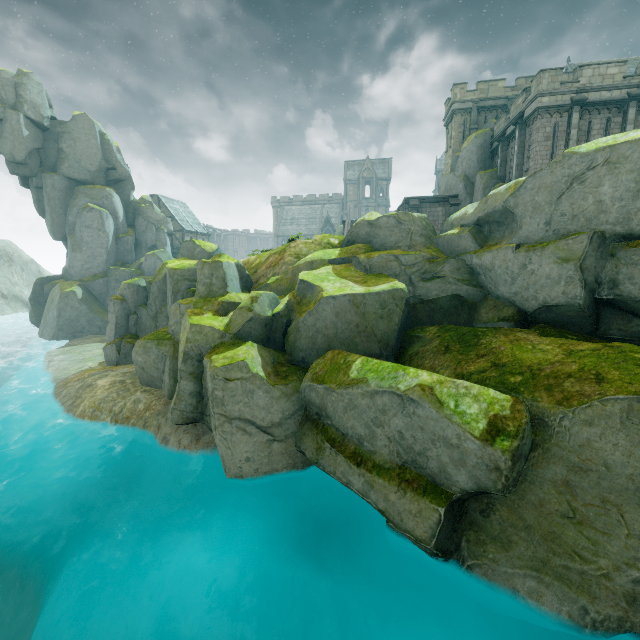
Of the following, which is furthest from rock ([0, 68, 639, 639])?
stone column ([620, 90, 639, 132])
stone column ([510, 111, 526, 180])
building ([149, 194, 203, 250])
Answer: stone column ([620, 90, 639, 132])

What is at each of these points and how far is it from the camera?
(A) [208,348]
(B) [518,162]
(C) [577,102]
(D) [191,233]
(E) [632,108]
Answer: (A) rock, 12.67m
(B) stone column, 21.95m
(C) stone column, 19.09m
(D) building, 56.16m
(E) stone column, 18.91m

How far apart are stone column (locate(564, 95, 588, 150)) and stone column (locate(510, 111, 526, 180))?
2.1m

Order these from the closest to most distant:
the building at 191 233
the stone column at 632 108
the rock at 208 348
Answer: the rock at 208 348 < the stone column at 632 108 < the building at 191 233

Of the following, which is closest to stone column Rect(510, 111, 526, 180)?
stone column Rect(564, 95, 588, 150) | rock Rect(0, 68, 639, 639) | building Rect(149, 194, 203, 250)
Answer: stone column Rect(564, 95, 588, 150)

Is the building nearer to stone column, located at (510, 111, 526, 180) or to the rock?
the rock

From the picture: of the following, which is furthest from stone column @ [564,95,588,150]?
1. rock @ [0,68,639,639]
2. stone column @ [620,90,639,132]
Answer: rock @ [0,68,639,639]

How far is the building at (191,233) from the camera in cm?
5378
